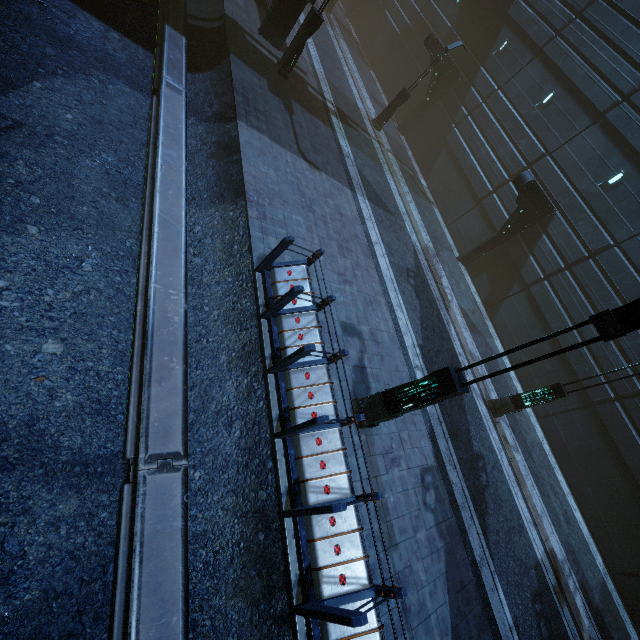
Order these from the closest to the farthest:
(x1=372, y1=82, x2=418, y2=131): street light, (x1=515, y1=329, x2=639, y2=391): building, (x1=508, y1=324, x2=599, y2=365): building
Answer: (x1=515, y1=329, x2=639, y2=391): building → (x1=508, y1=324, x2=599, y2=365): building → (x1=372, y1=82, x2=418, y2=131): street light

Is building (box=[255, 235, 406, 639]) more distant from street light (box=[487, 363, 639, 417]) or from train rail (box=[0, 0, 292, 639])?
street light (box=[487, 363, 639, 417])

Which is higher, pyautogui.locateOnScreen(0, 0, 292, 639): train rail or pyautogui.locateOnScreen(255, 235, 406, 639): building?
pyautogui.locateOnScreen(255, 235, 406, 639): building

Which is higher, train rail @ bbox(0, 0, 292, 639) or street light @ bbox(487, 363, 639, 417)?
street light @ bbox(487, 363, 639, 417)

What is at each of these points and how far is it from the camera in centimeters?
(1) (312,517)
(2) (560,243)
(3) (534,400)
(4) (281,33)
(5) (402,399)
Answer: (1) building, 508cm
(2) building, 1540cm
(3) street light, 1136cm
(4) building, 1416cm
(5) street light, 664cm

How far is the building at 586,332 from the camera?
14.1m

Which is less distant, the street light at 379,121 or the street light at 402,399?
the street light at 402,399

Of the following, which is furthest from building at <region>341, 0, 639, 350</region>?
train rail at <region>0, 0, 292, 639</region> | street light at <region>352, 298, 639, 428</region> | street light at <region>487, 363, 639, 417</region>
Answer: street light at <region>487, 363, 639, 417</region>
